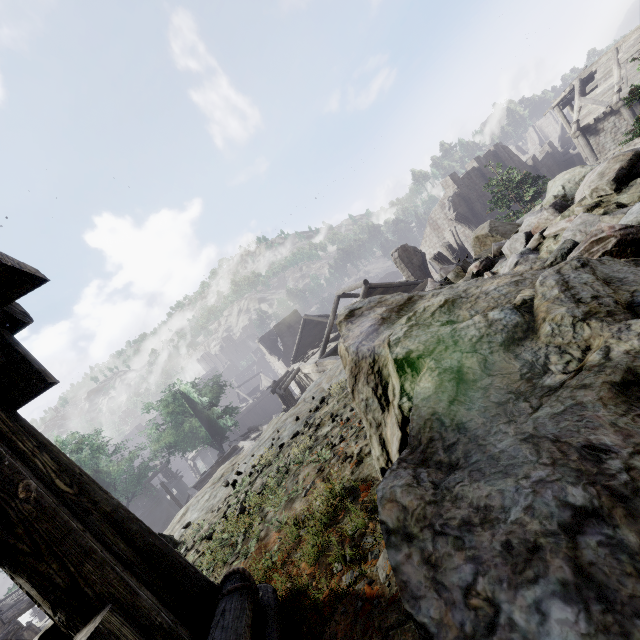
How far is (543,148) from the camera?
42.4m

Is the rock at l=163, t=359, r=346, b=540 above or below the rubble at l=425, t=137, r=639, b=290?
below

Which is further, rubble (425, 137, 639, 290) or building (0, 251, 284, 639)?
rubble (425, 137, 639, 290)

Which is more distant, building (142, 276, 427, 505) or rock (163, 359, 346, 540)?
building (142, 276, 427, 505)

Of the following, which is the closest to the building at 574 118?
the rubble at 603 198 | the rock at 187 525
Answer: the rock at 187 525

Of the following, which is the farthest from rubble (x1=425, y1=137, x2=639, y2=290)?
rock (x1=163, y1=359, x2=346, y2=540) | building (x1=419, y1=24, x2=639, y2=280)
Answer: building (x1=419, y1=24, x2=639, y2=280)
